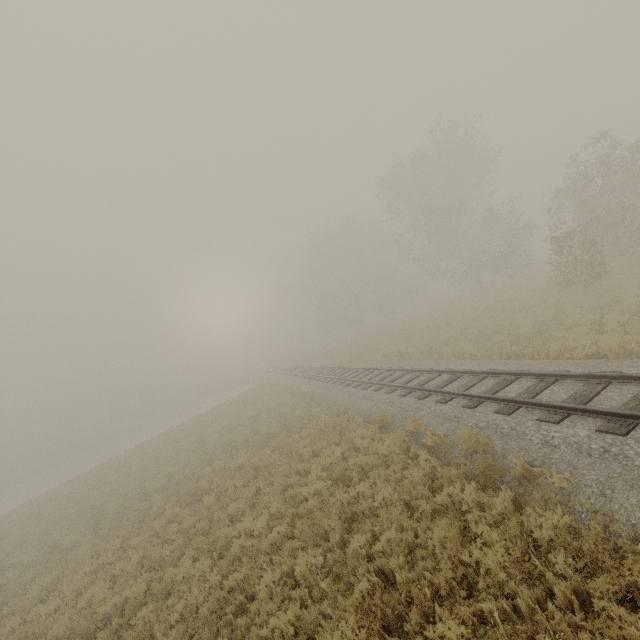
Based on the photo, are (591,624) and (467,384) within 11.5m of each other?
yes
